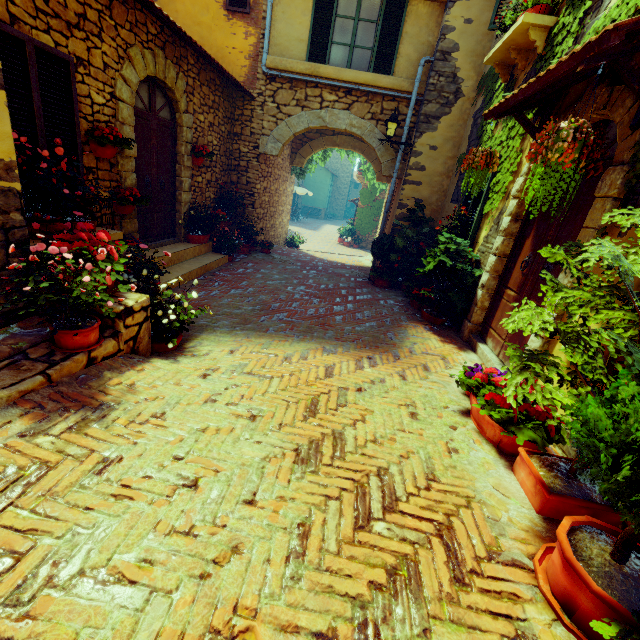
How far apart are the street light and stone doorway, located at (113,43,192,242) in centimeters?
435cm

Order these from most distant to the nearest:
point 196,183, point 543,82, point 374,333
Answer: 1. point 196,183
2. point 374,333
3. point 543,82

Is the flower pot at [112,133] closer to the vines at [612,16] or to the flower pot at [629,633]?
the vines at [612,16]

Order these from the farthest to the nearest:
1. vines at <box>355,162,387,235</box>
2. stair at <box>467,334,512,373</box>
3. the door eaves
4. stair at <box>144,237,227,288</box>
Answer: vines at <box>355,162,387,235</box>
stair at <box>144,237,227,288</box>
stair at <box>467,334,512,373</box>
the door eaves

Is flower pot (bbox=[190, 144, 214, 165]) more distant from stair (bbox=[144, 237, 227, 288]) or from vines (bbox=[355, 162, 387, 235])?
vines (bbox=[355, 162, 387, 235])

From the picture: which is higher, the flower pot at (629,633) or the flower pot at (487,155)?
the flower pot at (487,155)

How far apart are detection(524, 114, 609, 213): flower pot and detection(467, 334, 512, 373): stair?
1.9m

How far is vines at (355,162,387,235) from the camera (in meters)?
12.75
